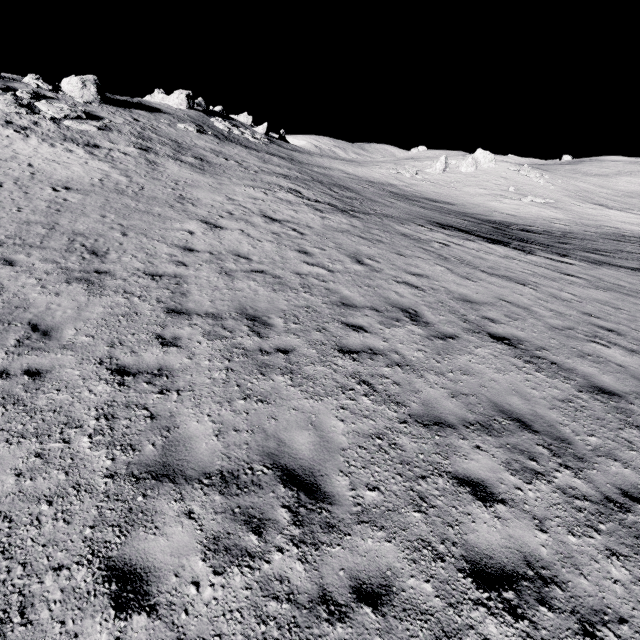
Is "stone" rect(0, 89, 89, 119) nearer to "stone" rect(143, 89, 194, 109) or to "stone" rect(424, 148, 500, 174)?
"stone" rect(143, 89, 194, 109)

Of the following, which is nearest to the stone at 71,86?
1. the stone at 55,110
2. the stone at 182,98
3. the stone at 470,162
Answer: the stone at 55,110

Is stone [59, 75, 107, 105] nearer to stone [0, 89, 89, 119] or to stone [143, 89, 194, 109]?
stone [0, 89, 89, 119]

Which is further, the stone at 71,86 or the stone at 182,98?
the stone at 182,98

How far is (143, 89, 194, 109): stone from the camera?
45.0m

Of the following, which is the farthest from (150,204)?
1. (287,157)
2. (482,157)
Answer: (482,157)

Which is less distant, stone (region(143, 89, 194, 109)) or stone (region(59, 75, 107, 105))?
stone (region(59, 75, 107, 105))

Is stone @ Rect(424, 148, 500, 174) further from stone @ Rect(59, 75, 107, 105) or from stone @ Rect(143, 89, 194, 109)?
stone @ Rect(59, 75, 107, 105)
